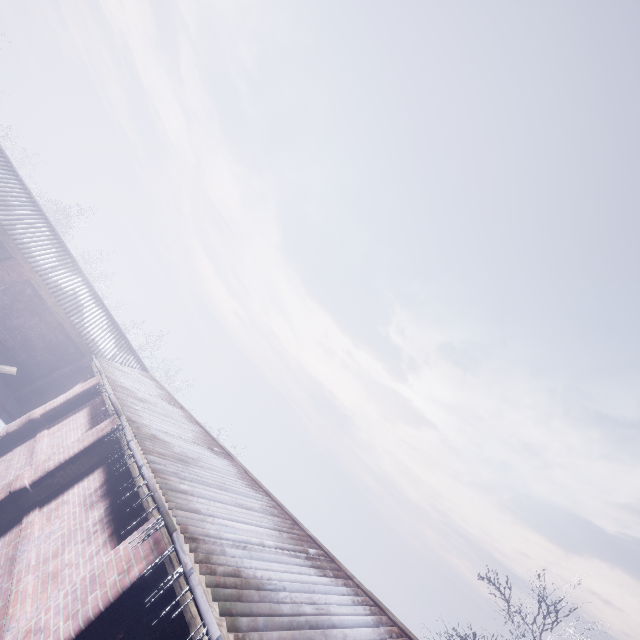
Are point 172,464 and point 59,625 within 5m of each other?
yes
